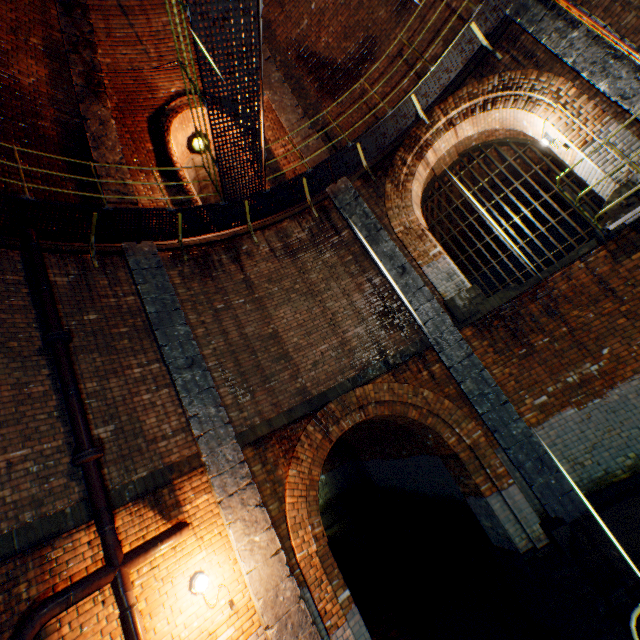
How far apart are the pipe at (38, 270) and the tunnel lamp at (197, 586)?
4.4 meters

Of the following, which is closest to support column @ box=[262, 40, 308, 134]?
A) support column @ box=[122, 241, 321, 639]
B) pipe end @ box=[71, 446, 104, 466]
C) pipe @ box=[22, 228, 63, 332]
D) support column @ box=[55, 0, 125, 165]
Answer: support column @ box=[55, 0, 125, 165]

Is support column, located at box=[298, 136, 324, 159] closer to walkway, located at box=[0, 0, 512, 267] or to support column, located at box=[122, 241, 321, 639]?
walkway, located at box=[0, 0, 512, 267]

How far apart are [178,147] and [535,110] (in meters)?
9.19

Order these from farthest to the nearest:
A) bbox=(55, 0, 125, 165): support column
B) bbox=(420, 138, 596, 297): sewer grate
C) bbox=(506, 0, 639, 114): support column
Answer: bbox=(420, 138, 596, 297): sewer grate → bbox=(55, 0, 125, 165): support column → bbox=(506, 0, 639, 114): support column

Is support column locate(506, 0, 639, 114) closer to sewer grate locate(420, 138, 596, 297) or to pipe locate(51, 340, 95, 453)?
sewer grate locate(420, 138, 596, 297)

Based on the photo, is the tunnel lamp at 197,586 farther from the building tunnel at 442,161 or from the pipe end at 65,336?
the building tunnel at 442,161

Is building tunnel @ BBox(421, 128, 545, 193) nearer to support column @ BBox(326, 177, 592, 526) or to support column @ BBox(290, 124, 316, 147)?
support column @ BBox(326, 177, 592, 526)
